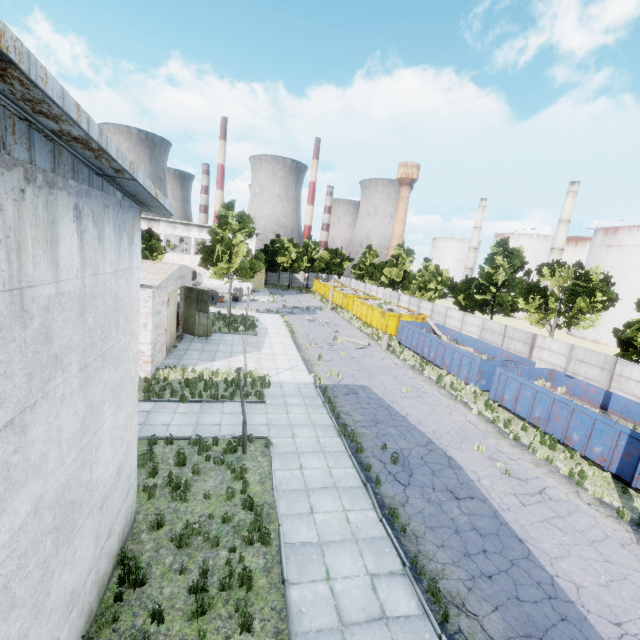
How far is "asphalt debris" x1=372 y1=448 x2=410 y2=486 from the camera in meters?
11.4 m

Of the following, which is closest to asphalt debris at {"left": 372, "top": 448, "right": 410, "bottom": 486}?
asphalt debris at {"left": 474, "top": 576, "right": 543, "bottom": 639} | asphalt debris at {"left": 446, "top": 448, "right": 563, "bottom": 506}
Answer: asphalt debris at {"left": 446, "top": 448, "right": 563, "bottom": 506}

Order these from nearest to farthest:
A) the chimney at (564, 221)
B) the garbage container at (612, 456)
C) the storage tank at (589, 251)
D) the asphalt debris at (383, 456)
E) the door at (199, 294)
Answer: the asphalt debris at (383, 456)
the garbage container at (612, 456)
the door at (199, 294)
the storage tank at (589, 251)
the chimney at (564, 221)

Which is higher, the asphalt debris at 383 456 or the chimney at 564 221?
the chimney at 564 221

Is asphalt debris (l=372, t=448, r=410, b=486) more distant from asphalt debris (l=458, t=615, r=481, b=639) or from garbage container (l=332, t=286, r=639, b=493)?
garbage container (l=332, t=286, r=639, b=493)

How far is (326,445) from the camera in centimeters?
1303cm

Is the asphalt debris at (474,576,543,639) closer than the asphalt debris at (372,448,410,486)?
Yes
